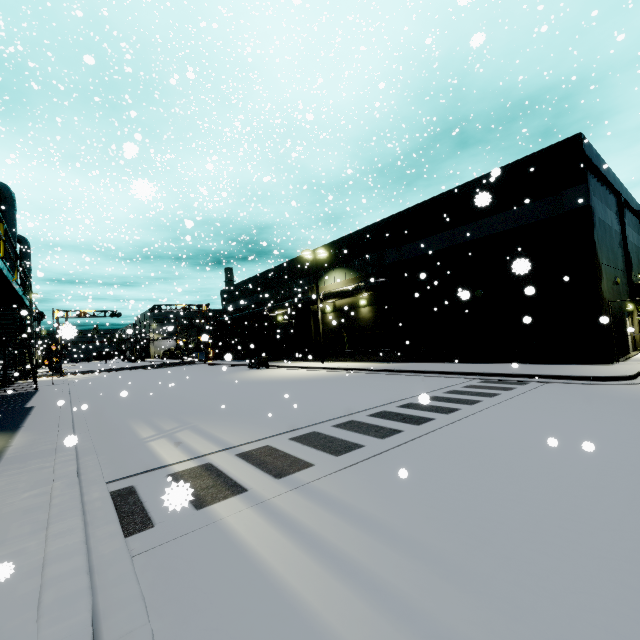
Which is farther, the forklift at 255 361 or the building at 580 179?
the forklift at 255 361

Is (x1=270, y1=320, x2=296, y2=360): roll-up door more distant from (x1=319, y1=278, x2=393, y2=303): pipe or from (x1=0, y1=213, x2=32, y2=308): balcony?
(x1=0, y1=213, x2=32, y2=308): balcony

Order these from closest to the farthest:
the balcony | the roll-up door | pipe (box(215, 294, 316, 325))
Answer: the balcony → pipe (box(215, 294, 316, 325)) → the roll-up door

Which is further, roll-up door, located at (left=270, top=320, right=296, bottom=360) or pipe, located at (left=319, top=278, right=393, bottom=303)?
roll-up door, located at (left=270, top=320, right=296, bottom=360)

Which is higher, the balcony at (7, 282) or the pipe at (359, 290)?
the pipe at (359, 290)

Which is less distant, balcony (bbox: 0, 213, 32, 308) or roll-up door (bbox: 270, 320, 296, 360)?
balcony (bbox: 0, 213, 32, 308)

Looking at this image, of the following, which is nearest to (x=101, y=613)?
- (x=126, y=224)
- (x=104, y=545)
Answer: (x=104, y=545)

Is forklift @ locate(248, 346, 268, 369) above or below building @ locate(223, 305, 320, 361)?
below
